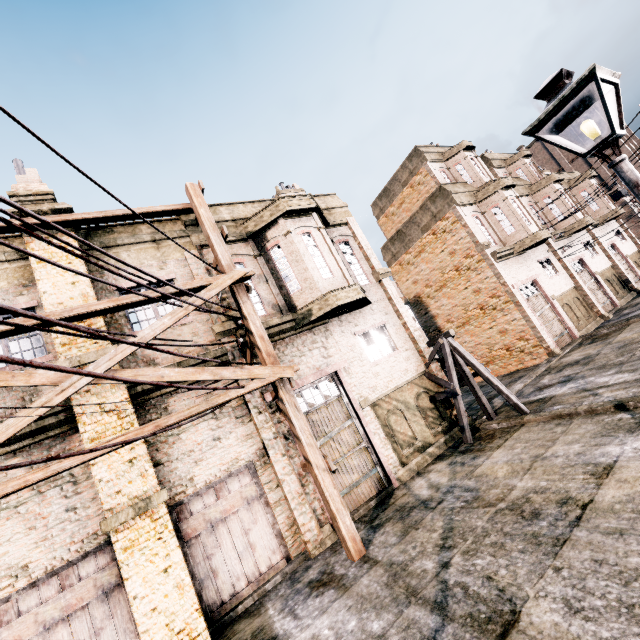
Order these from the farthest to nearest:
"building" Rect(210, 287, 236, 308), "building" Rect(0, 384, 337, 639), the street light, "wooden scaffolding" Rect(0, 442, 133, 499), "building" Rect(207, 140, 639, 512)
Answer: "building" Rect(207, 140, 639, 512), "building" Rect(210, 287, 236, 308), "building" Rect(0, 384, 337, 639), "wooden scaffolding" Rect(0, 442, 133, 499), the street light

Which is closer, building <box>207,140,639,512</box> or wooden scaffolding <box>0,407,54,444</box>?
wooden scaffolding <box>0,407,54,444</box>

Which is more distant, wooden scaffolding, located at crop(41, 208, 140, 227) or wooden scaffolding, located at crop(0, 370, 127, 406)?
wooden scaffolding, located at crop(41, 208, 140, 227)

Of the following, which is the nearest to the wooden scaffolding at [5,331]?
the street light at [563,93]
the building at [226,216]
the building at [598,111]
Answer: the building at [226,216]

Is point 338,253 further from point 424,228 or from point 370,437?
point 424,228

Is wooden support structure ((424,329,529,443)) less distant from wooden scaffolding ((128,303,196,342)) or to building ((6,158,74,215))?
building ((6,158,74,215))

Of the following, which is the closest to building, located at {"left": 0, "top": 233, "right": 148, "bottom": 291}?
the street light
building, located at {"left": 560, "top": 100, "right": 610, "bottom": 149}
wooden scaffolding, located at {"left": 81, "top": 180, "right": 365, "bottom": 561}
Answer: wooden scaffolding, located at {"left": 81, "top": 180, "right": 365, "bottom": 561}

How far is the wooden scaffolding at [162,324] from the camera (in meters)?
7.61
